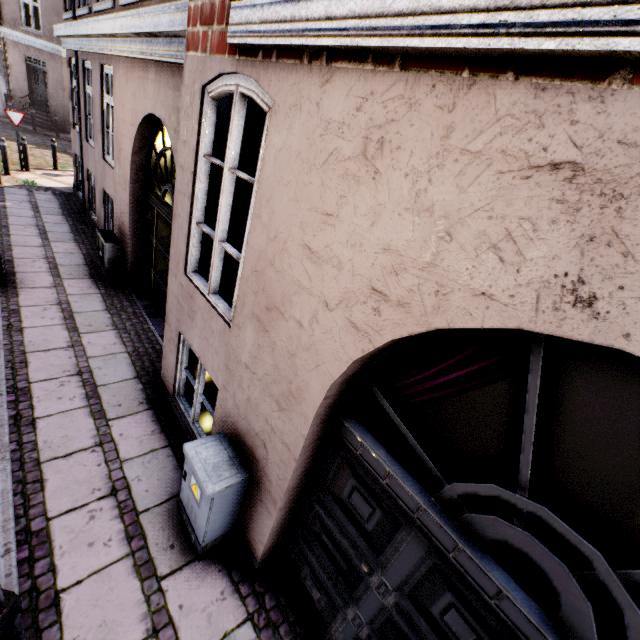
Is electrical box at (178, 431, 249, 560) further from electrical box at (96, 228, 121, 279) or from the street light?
electrical box at (96, 228, 121, 279)

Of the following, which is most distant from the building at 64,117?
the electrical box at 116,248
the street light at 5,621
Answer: the street light at 5,621

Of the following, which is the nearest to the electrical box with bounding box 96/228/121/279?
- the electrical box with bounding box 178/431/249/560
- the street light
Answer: the street light

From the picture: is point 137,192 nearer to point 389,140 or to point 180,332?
point 180,332

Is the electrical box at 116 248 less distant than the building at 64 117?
No

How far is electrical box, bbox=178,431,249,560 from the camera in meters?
2.6 m

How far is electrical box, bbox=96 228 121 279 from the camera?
6.52m

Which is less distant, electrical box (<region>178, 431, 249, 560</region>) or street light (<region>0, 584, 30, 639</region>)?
street light (<region>0, 584, 30, 639</region>)
